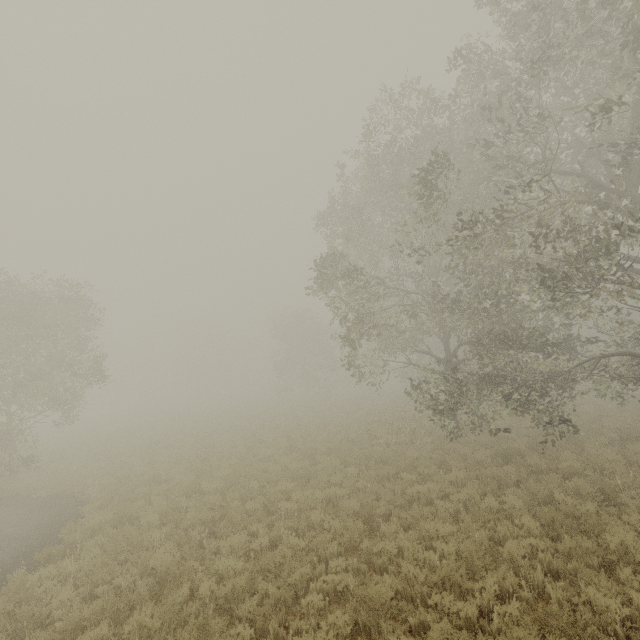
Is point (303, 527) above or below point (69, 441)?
below
